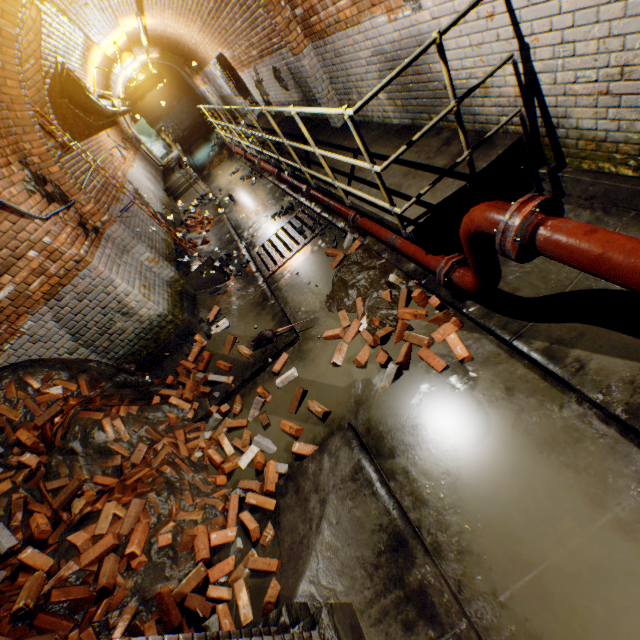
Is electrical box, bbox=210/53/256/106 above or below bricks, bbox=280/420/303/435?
above

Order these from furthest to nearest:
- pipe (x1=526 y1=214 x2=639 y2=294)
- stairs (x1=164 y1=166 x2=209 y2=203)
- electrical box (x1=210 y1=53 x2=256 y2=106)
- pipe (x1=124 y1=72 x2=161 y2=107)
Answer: pipe (x1=124 y1=72 x2=161 y2=107) → stairs (x1=164 y1=166 x2=209 y2=203) → electrical box (x1=210 y1=53 x2=256 y2=106) → pipe (x1=526 y1=214 x2=639 y2=294)

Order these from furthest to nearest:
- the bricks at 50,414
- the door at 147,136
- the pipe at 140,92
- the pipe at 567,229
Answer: the door at 147,136
the pipe at 140,92
the bricks at 50,414
the pipe at 567,229

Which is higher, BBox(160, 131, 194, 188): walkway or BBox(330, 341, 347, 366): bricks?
BBox(160, 131, 194, 188): walkway

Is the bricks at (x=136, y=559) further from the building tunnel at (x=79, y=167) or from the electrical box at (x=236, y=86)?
the electrical box at (x=236, y=86)

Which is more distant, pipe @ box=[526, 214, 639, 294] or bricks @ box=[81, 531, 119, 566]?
bricks @ box=[81, 531, 119, 566]

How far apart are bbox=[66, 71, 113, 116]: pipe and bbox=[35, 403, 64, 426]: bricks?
6.56m

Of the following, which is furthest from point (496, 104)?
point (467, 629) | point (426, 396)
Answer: point (467, 629)
